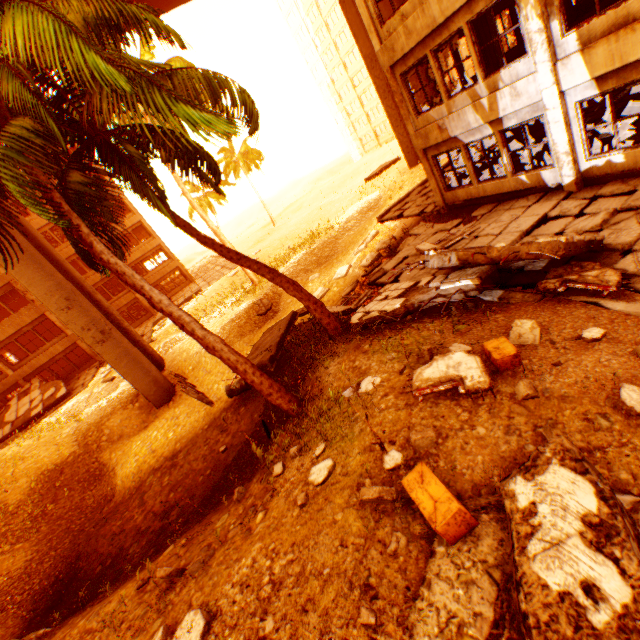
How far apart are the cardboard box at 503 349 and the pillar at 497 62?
13.3m

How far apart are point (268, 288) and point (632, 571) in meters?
18.9 m

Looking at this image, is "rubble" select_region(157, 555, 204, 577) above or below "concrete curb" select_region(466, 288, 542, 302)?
above

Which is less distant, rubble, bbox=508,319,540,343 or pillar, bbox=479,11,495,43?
rubble, bbox=508,319,540,343

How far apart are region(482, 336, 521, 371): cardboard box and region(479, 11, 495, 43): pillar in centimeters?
1327cm

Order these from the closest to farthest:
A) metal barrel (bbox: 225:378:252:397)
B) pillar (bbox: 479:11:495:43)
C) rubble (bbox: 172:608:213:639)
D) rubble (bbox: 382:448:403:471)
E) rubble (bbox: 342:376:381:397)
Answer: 1. rubble (bbox: 172:608:213:639)
2. rubble (bbox: 382:448:403:471)
3. rubble (bbox: 342:376:381:397)
4. metal barrel (bbox: 225:378:252:397)
5. pillar (bbox: 479:11:495:43)

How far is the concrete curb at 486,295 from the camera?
6.4 meters

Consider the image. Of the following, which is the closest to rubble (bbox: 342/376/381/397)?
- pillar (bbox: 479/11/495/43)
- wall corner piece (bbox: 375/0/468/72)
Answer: wall corner piece (bbox: 375/0/468/72)
